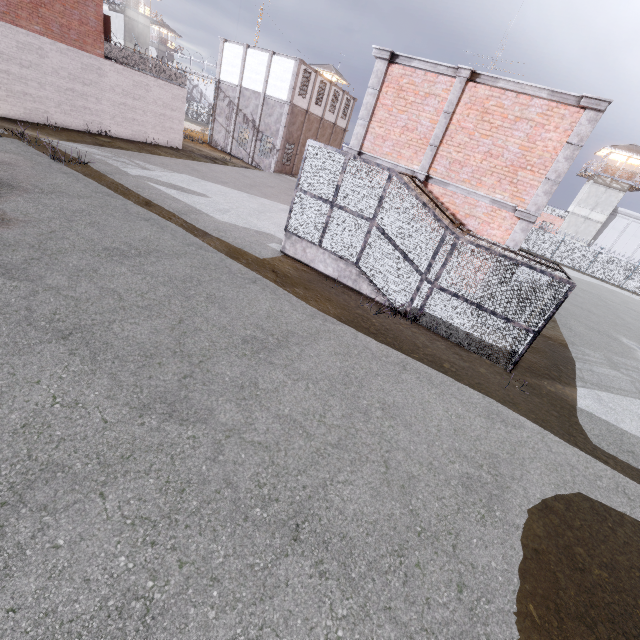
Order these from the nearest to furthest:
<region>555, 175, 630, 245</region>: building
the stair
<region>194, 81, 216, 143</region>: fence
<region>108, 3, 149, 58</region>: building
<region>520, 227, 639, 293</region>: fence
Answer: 1. the stair
2. <region>194, 81, 216, 143</region>: fence
3. <region>520, 227, 639, 293</region>: fence
4. <region>555, 175, 630, 245</region>: building
5. <region>108, 3, 149, 58</region>: building

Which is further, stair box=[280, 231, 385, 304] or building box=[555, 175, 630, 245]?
building box=[555, 175, 630, 245]

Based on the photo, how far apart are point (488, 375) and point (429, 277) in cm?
321

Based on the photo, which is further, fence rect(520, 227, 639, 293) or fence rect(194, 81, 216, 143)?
fence rect(520, 227, 639, 293)

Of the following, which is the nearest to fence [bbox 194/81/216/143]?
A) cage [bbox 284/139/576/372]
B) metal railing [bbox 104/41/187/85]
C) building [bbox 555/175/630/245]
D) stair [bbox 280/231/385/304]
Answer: metal railing [bbox 104/41/187/85]

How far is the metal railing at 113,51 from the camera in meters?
19.3 m

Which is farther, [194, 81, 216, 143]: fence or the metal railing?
[194, 81, 216, 143]: fence

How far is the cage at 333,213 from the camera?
8.81m
